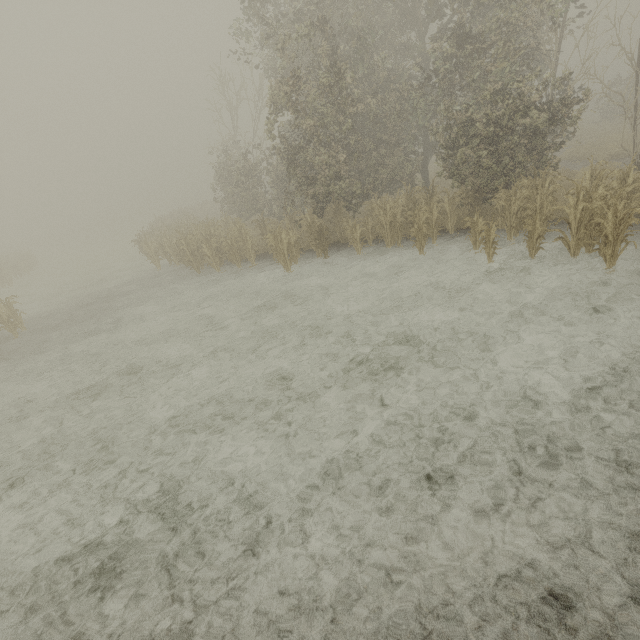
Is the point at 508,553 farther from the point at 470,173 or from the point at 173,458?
the point at 470,173
